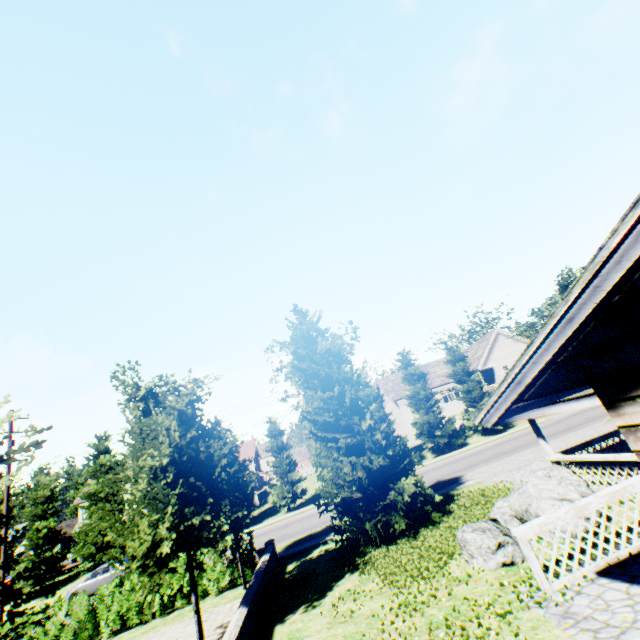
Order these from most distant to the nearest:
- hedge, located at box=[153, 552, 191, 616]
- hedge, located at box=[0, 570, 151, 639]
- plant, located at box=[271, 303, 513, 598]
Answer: hedge, located at box=[153, 552, 191, 616] → hedge, located at box=[0, 570, 151, 639] → plant, located at box=[271, 303, 513, 598]

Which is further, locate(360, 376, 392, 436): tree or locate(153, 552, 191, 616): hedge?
locate(360, 376, 392, 436): tree

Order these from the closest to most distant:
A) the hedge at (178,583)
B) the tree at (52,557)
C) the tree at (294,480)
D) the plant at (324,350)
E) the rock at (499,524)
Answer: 1. the tree at (52,557)
2. the rock at (499,524)
3. the plant at (324,350)
4. the hedge at (178,583)
5. the tree at (294,480)

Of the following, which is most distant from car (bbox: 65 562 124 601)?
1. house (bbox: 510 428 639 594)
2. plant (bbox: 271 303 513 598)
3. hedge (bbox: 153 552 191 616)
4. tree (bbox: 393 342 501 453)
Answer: house (bbox: 510 428 639 594)

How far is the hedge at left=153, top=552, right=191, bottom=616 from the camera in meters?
13.1 m

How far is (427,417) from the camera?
33.8m

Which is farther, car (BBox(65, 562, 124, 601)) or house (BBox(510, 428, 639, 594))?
car (BBox(65, 562, 124, 601))

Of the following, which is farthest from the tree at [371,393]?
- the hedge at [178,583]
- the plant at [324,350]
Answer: the hedge at [178,583]
